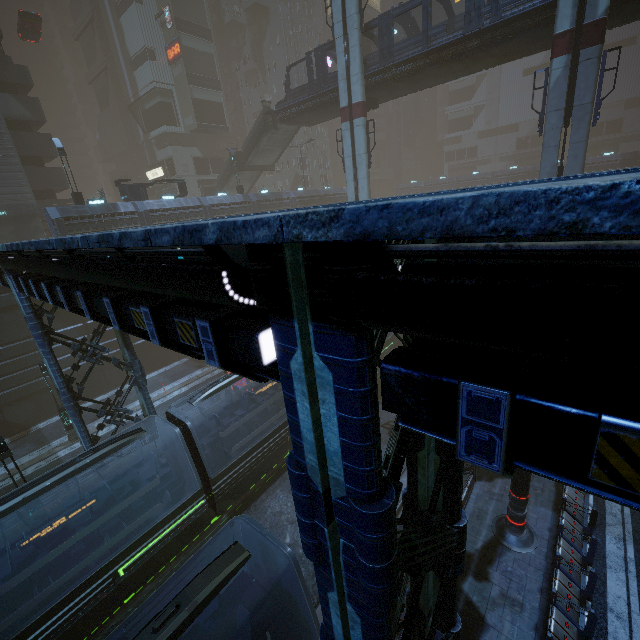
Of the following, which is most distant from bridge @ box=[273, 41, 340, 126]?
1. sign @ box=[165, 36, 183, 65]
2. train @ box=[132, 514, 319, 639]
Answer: train @ box=[132, 514, 319, 639]

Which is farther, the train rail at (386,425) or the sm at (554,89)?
the train rail at (386,425)

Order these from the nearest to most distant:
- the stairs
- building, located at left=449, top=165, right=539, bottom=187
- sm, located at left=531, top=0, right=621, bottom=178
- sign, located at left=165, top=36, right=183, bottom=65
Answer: sm, located at left=531, top=0, right=621, bottom=178
the stairs
sign, located at left=165, top=36, right=183, bottom=65
building, located at left=449, top=165, right=539, bottom=187

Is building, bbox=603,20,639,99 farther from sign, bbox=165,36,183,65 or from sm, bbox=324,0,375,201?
sm, bbox=324,0,375,201

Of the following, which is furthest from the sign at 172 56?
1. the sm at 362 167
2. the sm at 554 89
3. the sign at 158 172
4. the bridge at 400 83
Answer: the sm at 554 89

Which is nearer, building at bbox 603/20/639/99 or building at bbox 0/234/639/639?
building at bbox 0/234/639/639

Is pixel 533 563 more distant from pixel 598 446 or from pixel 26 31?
pixel 26 31

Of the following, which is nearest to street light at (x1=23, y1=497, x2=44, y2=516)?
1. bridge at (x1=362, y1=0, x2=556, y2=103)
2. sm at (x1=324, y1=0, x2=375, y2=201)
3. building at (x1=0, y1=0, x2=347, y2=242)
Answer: building at (x1=0, y1=0, x2=347, y2=242)
